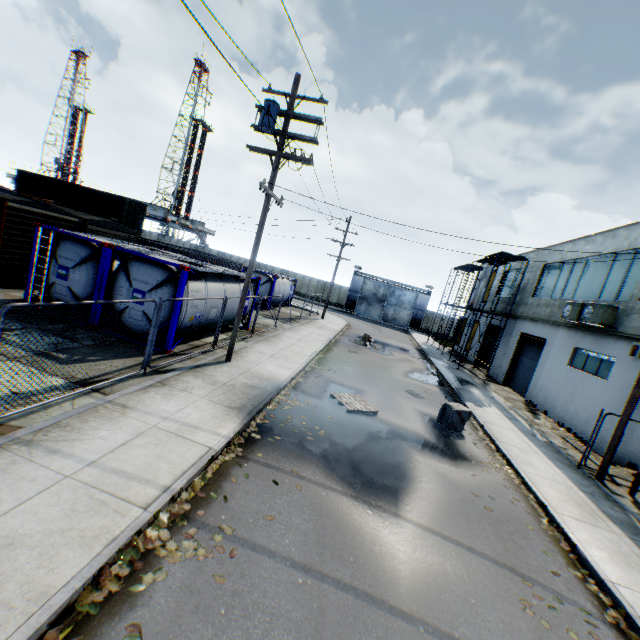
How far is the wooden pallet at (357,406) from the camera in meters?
10.8 m

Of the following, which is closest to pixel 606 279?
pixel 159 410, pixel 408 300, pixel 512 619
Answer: pixel 512 619

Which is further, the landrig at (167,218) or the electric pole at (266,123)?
the landrig at (167,218)

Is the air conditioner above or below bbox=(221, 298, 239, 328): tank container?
above

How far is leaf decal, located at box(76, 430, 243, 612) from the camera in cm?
359

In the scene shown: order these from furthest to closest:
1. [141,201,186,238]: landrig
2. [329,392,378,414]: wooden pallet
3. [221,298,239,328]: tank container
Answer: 1. [141,201,186,238]: landrig
2. [221,298,239,328]: tank container
3. [329,392,378,414]: wooden pallet

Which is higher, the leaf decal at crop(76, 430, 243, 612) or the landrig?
the landrig

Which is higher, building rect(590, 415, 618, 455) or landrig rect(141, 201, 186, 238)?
landrig rect(141, 201, 186, 238)
